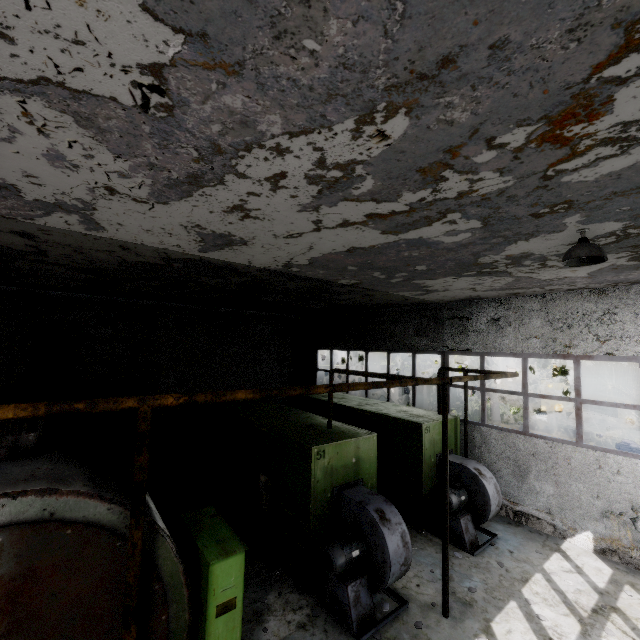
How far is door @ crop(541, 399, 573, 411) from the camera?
26.8m

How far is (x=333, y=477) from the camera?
7.07m

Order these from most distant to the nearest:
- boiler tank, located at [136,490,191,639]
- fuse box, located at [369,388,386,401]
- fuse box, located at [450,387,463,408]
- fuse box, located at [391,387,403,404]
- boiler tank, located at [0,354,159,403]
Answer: fuse box, located at [450,387,463,408], fuse box, located at [391,387,403,404], fuse box, located at [369,388,386,401], boiler tank, located at [0,354,159,403], boiler tank, located at [136,490,191,639]

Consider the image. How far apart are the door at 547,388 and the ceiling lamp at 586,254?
26.99m

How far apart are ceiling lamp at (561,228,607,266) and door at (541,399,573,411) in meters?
27.0 m

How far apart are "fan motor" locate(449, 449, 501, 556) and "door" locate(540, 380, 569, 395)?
22.2 meters

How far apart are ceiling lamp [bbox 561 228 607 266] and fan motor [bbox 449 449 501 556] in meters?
6.3 m

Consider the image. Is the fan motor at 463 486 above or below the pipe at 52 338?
below
